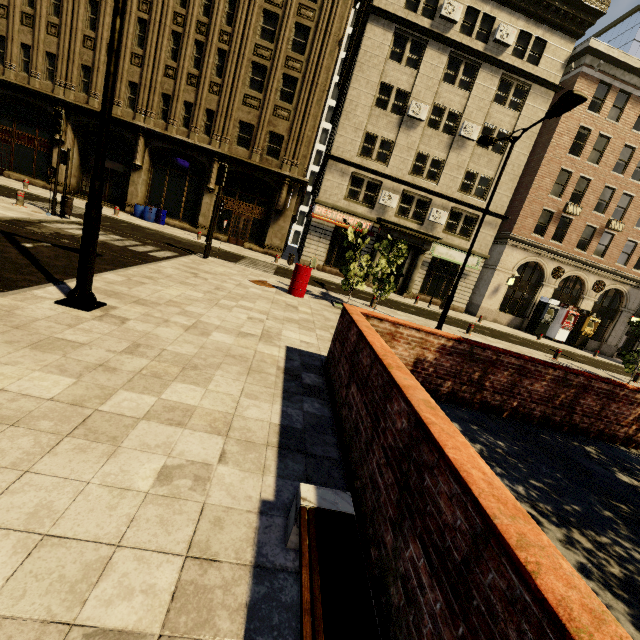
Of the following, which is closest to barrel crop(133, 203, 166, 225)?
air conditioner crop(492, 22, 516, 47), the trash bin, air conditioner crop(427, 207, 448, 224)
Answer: the trash bin

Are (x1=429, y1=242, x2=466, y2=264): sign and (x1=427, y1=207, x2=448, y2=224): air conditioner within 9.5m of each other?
yes

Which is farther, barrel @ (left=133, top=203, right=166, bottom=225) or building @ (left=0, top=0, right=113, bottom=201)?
barrel @ (left=133, top=203, right=166, bottom=225)

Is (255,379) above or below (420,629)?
below

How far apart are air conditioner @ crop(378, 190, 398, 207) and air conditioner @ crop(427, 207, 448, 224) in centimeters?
267cm

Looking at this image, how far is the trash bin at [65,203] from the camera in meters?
12.7

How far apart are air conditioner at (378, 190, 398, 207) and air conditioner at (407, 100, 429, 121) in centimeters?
502cm

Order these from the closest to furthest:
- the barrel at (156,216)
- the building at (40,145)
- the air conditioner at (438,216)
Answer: the building at (40,145)
the barrel at (156,216)
the air conditioner at (438,216)
